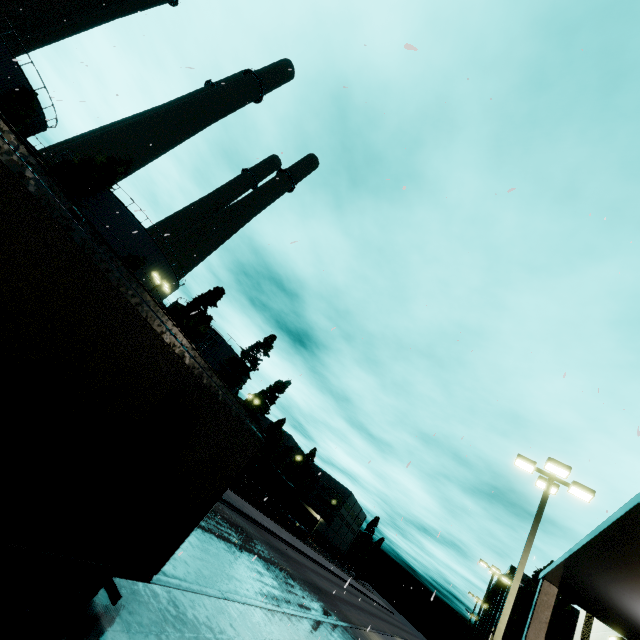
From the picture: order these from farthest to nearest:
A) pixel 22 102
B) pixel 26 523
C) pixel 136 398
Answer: pixel 22 102 → pixel 136 398 → pixel 26 523

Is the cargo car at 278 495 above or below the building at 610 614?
below

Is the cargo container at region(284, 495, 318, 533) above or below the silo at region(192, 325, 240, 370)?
below

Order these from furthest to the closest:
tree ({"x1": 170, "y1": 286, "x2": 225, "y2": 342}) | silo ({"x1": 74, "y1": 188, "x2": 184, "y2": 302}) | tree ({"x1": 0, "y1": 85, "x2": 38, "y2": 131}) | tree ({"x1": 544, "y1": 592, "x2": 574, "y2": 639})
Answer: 1. tree ({"x1": 170, "y1": 286, "x2": 225, "y2": 342})
2. silo ({"x1": 74, "y1": 188, "x2": 184, "y2": 302})
3. tree ({"x1": 544, "y1": 592, "x2": 574, "y2": 639})
4. tree ({"x1": 0, "y1": 85, "x2": 38, "y2": 131})

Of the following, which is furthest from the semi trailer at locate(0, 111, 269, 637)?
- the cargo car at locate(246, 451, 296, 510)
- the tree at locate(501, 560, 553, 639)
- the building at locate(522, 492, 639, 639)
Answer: the cargo car at locate(246, 451, 296, 510)

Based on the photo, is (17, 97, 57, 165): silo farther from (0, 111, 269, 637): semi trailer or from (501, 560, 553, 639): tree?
(501, 560, 553, 639): tree

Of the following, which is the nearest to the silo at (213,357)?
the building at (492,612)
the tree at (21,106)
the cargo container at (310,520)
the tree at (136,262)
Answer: the tree at (21,106)

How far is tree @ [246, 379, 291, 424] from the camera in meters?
52.5
